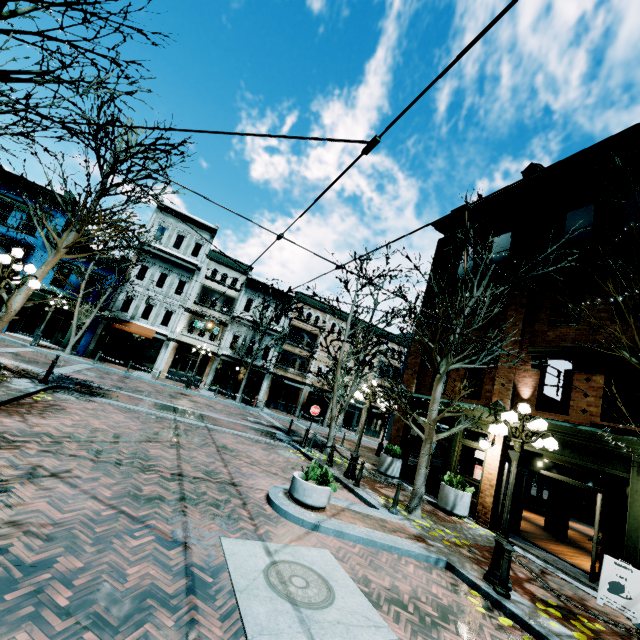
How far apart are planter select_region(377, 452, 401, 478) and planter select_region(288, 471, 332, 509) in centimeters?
731cm

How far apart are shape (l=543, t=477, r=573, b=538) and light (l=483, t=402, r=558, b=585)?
9.1m

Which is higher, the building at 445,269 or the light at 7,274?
the building at 445,269

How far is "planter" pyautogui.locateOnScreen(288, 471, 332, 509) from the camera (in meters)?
7.25

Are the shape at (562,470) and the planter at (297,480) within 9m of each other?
no

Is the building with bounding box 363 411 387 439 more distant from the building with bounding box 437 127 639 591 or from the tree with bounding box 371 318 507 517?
the building with bounding box 437 127 639 591

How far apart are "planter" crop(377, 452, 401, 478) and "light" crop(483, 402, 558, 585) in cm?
767

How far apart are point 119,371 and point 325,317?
19.3m
